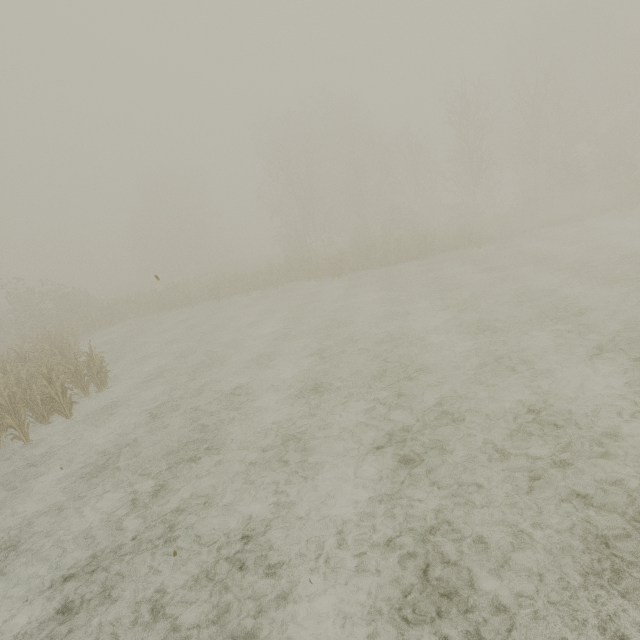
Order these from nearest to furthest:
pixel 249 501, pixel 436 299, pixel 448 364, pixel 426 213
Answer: pixel 249 501
pixel 448 364
pixel 436 299
pixel 426 213
